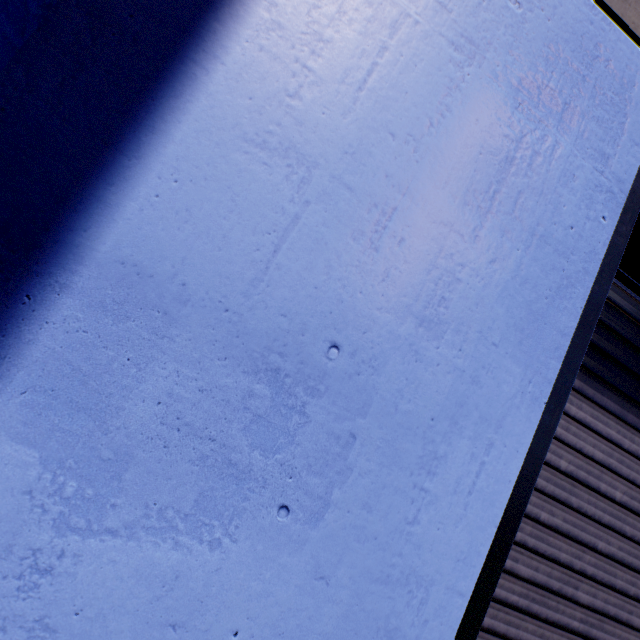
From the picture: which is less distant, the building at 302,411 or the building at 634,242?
the building at 302,411

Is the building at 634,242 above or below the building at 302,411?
above

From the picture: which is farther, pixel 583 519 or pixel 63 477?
pixel 583 519

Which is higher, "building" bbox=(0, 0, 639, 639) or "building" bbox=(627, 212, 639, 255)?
"building" bbox=(627, 212, 639, 255)

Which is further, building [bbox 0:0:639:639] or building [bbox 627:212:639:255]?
building [bbox 627:212:639:255]

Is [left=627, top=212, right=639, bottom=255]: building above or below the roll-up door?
above
